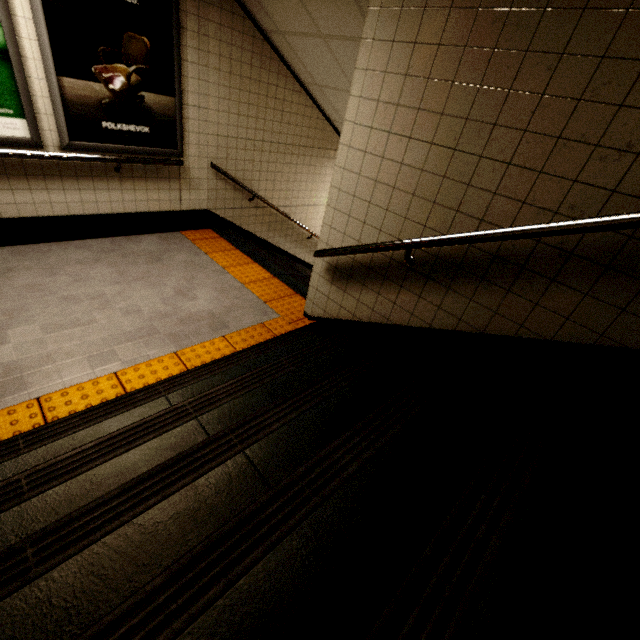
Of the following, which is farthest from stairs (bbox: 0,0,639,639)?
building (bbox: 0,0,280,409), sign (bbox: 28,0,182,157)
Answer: sign (bbox: 28,0,182,157)

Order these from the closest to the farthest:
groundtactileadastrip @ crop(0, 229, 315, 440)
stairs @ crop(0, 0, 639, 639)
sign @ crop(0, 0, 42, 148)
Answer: stairs @ crop(0, 0, 639, 639)
groundtactileadastrip @ crop(0, 229, 315, 440)
sign @ crop(0, 0, 42, 148)

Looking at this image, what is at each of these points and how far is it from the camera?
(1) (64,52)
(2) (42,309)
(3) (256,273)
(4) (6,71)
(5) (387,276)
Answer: (1) sign, 3.03m
(2) building, 2.86m
(3) groundtactileadastrip, 4.23m
(4) sign, 2.85m
(5) stairs, 2.29m

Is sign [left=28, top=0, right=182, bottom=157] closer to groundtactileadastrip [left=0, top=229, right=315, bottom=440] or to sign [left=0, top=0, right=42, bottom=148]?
sign [left=0, top=0, right=42, bottom=148]

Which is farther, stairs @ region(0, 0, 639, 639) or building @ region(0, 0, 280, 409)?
building @ region(0, 0, 280, 409)

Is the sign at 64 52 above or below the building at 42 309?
above

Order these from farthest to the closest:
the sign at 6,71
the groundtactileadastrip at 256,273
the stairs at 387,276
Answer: the sign at 6,71
the groundtactileadastrip at 256,273
the stairs at 387,276

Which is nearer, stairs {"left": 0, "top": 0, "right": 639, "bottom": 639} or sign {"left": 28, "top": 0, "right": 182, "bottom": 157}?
stairs {"left": 0, "top": 0, "right": 639, "bottom": 639}
